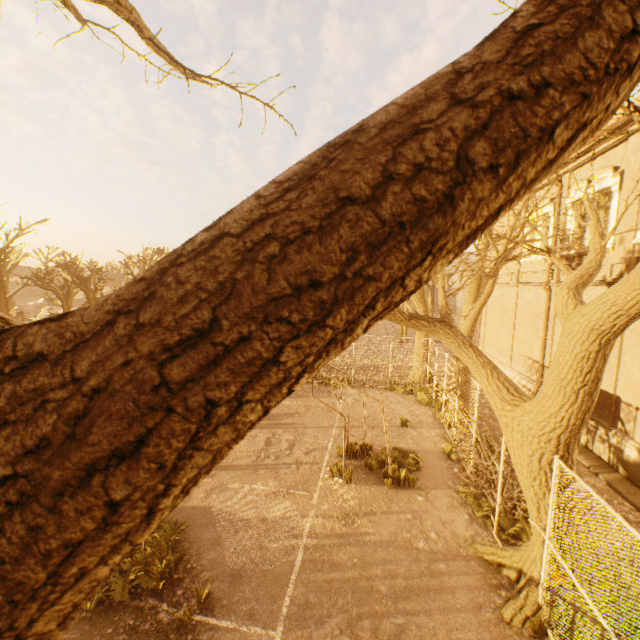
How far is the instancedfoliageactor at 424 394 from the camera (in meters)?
15.48

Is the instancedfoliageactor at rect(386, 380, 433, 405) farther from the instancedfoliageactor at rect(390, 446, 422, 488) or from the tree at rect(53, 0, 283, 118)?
the instancedfoliageactor at rect(390, 446, 422, 488)

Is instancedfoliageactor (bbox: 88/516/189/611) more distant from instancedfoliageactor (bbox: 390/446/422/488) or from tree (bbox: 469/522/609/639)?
instancedfoliageactor (bbox: 390/446/422/488)

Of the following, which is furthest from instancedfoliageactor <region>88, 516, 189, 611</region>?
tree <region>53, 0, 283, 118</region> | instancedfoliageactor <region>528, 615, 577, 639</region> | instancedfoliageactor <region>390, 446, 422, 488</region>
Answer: instancedfoliageactor <region>528, 615, 577, 639</region>

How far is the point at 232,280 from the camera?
0.62m

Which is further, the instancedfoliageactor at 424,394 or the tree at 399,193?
the instancedfoliageactor at 424,394

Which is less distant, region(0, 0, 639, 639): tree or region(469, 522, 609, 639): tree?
region(0, 0, 639, 639): tree

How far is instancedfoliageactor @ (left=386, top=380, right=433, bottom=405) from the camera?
15.5 meters
